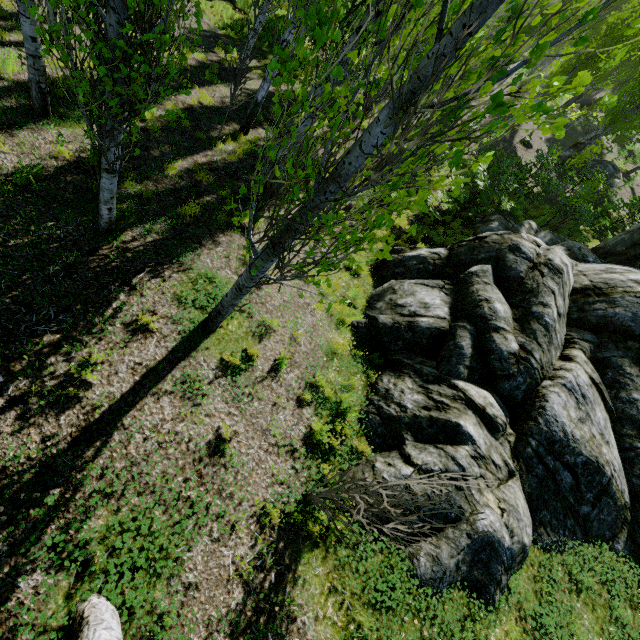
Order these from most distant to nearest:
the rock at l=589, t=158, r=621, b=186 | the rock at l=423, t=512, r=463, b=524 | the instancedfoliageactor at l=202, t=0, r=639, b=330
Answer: the rock at l=589, t=158, r=621, b=186 → the rock at l=423, t=512, r=463, b=524 → the instancedfoliageactor at l=202, t=0, r=639, b=330

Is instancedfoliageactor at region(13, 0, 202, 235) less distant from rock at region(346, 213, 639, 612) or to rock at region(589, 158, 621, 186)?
rock at region(346, 213, 639, 612)

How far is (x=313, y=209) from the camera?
2.6m

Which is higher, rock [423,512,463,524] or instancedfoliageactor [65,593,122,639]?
rock [423,512,463,524]

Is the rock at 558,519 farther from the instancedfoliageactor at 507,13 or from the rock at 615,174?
the rock at 615,174

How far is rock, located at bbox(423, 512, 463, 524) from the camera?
4.3 meters

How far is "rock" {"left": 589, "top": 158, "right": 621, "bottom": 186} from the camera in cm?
1981

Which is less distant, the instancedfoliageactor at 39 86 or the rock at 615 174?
the instancedfoliageactor at 39 86
